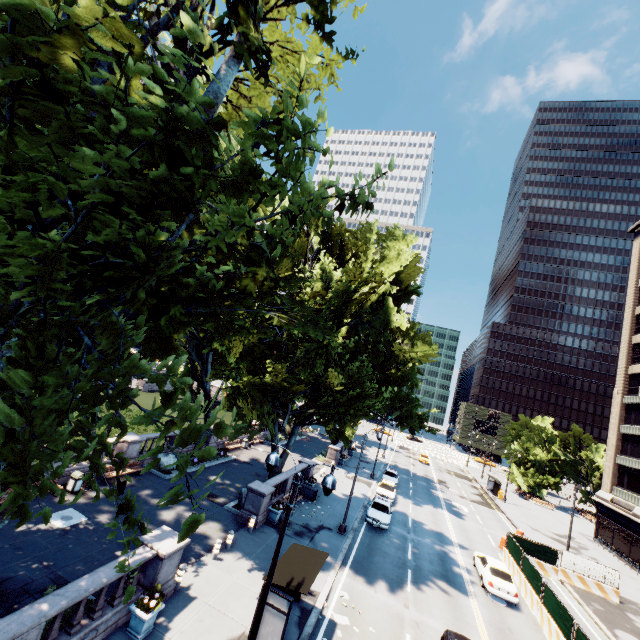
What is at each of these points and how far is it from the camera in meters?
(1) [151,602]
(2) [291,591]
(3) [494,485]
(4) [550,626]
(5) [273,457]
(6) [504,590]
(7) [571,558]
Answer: (1) plant, 10.7
(2) bus stop, 14.4
(3) bus stop, 50.0
(4) concrete barrier, 17.7
(5) light, 9.7
(6) vehicle, 19.7
(7) fence, 25.7

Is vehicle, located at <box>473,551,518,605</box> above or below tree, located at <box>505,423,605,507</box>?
below

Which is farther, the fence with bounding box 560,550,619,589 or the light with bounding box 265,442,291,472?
the fence with bounding box 560,550,619,589

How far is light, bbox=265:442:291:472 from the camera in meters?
9.7

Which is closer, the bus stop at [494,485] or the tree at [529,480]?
the bus stop at [494,485]

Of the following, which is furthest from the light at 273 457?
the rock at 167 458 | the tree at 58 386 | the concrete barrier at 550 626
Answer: the rock at 167 458

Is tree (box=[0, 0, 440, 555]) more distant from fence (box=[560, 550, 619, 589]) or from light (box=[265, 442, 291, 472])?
fence (box=[560, 550, 619, 589])

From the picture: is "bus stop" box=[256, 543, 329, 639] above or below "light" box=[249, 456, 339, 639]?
below
